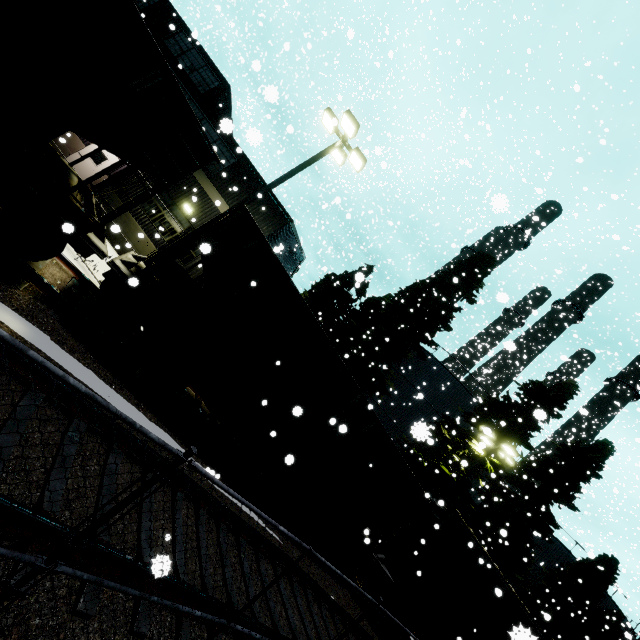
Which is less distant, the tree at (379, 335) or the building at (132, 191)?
the building at (132, 191)

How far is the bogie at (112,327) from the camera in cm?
689

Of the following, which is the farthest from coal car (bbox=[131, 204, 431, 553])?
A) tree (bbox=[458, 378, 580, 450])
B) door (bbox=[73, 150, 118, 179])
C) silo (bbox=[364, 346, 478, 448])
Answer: door (bbox=[73, 150, 118, 179])

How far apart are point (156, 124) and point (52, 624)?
6.8m

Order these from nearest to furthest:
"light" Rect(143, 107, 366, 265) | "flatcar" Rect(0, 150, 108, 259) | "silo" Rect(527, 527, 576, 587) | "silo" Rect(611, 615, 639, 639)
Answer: "flatcar" Rect(0, 150, 108, 259), "silo" Rect(611, 615, 639, 639), "light" Rect(143, 107, 366, 265), "silo" Rect(527, 527, 576, 587)

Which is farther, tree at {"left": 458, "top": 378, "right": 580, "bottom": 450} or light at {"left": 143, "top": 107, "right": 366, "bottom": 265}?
tree at {"left": 458, "top": 378, "right": 580, "bottom": 450}

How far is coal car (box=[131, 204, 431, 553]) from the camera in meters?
7.3

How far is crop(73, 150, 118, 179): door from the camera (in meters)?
16.80
